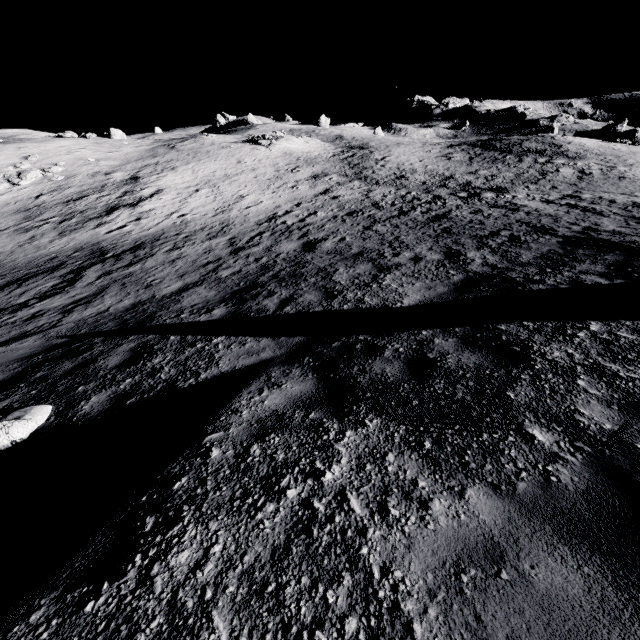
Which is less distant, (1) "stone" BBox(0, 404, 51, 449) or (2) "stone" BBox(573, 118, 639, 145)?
(1) "stone" BBox(0, 404, 51, 449)

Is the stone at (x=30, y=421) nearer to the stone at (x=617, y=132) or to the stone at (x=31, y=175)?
the stone at (x=31, y=175)

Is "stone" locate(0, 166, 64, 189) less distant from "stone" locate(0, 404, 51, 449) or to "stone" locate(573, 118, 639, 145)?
"stone" locate(0, 404, 51, 449)

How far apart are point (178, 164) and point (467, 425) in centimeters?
3468cm

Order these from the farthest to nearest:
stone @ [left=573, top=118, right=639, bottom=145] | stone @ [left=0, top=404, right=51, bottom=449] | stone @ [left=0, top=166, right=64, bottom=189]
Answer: stone @ [left=573, top=118, right=639, bottom=145]
stone @ [left=0, top=166, right=64, bottom=189]
stone @ [left=0, top=404, right=51, bottom=449]

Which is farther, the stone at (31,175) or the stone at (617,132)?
the stone at (617,132)

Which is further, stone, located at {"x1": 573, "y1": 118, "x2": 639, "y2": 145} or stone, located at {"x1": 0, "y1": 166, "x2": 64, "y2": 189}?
stone, located at {"x1": 573, "y1": 118, "x2": 639, "y2": 145}
